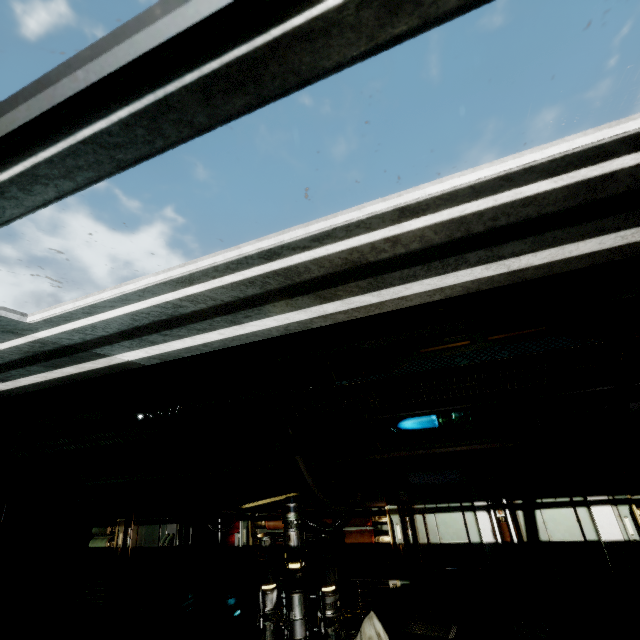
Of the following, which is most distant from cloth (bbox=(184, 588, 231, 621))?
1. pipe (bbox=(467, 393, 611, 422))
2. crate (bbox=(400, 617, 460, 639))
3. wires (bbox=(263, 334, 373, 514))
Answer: wires (bbox=(263, 334, 373, 514))

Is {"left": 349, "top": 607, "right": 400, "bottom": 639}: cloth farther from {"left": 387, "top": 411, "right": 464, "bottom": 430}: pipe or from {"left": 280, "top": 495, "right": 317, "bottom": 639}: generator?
{"left": 387, "top": 411, "right": 464, "bottom": 430}: pipe

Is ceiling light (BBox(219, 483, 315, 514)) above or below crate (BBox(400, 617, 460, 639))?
above

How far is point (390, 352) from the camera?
3.9m

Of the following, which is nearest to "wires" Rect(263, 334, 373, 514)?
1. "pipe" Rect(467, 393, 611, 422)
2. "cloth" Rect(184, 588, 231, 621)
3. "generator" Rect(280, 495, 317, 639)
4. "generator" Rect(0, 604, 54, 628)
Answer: "pipe" Rect(467, 393, 611, 422)

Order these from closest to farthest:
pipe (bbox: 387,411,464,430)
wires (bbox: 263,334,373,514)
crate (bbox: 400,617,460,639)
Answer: wires (bbox: 263,334,373,514) → crate (bbox: 400,617,460,639) → pipe (bbox: 387,411,464,430)

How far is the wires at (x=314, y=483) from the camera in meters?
1.9

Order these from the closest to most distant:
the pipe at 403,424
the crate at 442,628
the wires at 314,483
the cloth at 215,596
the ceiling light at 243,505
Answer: the wires at 314,483 < the crate at 442,628 < the pipe at 403,424 < the ceiling light at 243,505 < the cloth at 215,596
